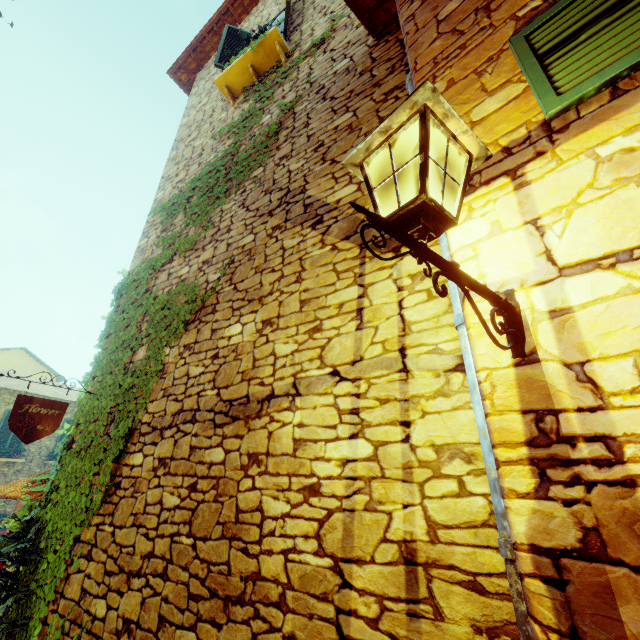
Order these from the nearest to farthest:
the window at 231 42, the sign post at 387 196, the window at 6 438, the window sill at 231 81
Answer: the sign post at 387 196 < the window sill at 231 81 < the window at 231 42 < the window at 6 438

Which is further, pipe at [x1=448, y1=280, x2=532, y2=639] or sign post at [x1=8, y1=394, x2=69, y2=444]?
sign post at [x1=8, y1=394, x2=69, y2=444]

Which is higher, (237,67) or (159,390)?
(237,67)

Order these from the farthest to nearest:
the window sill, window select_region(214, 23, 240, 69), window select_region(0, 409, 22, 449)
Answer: window select_region(0, 409, 22, 449) → window select_region(214, 23, 240, 69) → the window sill

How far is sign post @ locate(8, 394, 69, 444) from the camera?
3.5m

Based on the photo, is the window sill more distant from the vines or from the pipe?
the pipe

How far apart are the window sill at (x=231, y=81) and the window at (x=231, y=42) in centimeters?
49cm

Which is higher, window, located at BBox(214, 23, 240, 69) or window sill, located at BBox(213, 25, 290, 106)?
window, located at BBox(214, 23, 240, 69)
